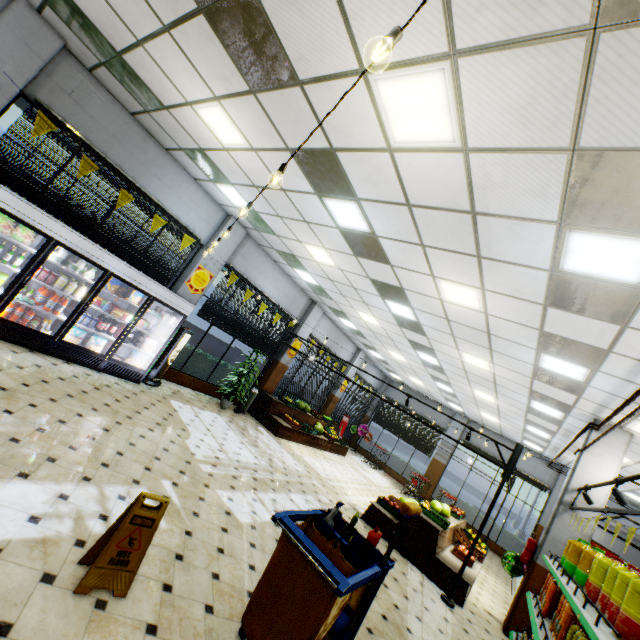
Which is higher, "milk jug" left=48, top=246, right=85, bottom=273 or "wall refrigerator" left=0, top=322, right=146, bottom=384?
"milk jug" left=48, top=246, right=85, bottom=273

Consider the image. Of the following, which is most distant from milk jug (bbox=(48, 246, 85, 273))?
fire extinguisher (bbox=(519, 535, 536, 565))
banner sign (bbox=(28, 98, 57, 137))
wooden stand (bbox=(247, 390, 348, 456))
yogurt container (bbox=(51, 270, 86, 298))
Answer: fire extinguisher (bbox=(519, 535, 536, 565))

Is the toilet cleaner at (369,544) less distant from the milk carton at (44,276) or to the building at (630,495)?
the building at (630,495)

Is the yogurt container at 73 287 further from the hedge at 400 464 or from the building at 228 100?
the hedge at 400 464

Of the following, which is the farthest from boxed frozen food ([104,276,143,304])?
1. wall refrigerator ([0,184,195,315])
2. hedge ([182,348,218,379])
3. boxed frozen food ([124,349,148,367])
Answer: hedge ([182,348,218,379])

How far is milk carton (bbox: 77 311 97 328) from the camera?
6.59m

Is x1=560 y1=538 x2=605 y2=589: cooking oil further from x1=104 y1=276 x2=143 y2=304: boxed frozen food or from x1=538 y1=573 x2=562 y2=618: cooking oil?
x1=104 y1=276 x2=143 y2=304: boxed frozen food

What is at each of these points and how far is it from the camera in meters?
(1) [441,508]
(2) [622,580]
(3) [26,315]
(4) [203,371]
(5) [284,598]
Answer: (1) watermelon, 9.1 m
(2) frying oil, 2.4 m
(3) soda bottle, 5.9 m
(4) hedge, 10.7 m
(5) cleaning cart, 2.4 m
